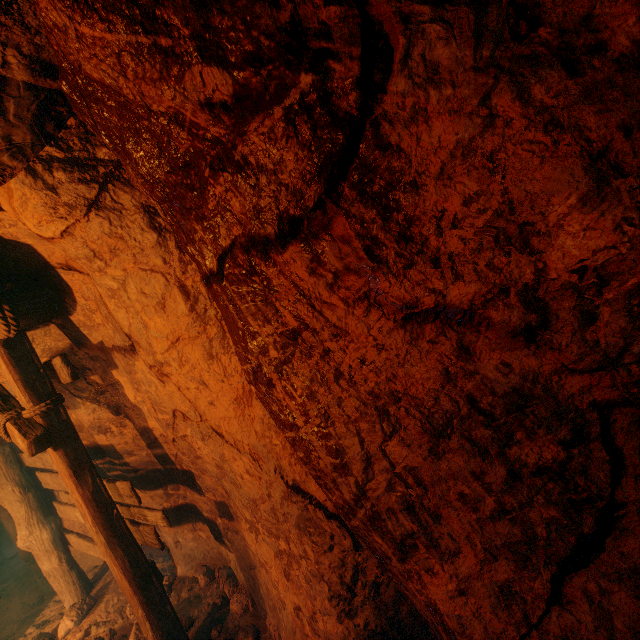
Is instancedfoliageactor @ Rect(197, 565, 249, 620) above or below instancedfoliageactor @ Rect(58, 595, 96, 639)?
below

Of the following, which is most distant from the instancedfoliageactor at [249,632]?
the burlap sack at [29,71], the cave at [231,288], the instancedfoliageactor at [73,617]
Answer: the instancedfoliageactor at [73,617]

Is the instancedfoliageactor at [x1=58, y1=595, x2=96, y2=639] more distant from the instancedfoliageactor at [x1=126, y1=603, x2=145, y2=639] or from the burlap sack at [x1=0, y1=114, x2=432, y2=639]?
the instancedfoliageactor at [x1=126, y1=603, x2=145, y2=639]

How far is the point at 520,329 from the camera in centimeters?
118cm

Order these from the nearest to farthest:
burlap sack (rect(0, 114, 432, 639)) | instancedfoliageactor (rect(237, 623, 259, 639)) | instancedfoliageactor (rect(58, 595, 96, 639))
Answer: burlap sack (rect(0, 114, 432, 639)) → instancedfoliageactor (rect(237, 623, 259, 639)) → instancedfoliageactor (rect(58, 595, 96, 639))

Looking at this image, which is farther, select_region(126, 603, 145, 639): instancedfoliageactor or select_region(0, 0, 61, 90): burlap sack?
select_region(126, 603, 145, 639): instancedfoliageactor

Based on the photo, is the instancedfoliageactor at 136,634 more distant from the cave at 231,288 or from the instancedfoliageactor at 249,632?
the cave at 231,288

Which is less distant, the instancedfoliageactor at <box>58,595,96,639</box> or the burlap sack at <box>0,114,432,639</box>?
the burlap sack at <box>0,114,432,639</box>
